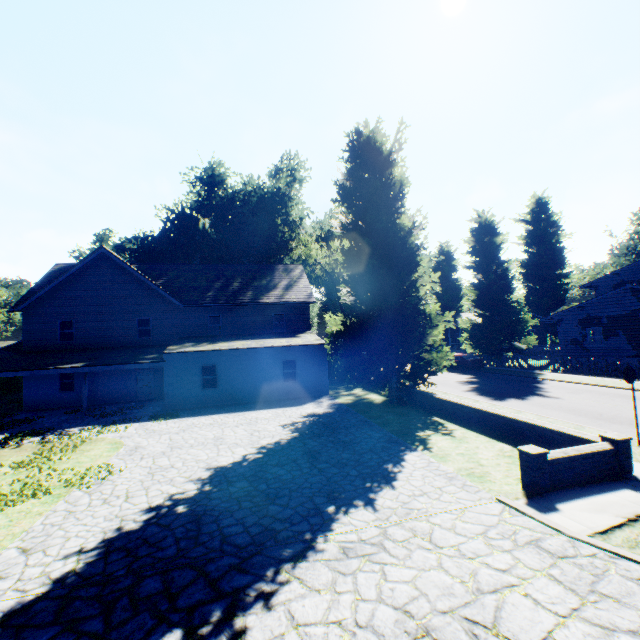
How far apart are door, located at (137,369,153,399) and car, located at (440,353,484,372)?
25.62m

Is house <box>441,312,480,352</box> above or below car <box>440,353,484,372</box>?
above

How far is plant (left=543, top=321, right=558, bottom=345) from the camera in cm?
4939

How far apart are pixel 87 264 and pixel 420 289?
23.3 meters

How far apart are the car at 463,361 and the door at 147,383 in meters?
25.6 m

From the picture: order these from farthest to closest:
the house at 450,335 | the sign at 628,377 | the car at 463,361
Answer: the house at 450,335, the car at 463,361, the sign at 628,377

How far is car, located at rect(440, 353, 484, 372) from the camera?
28.7 meters
